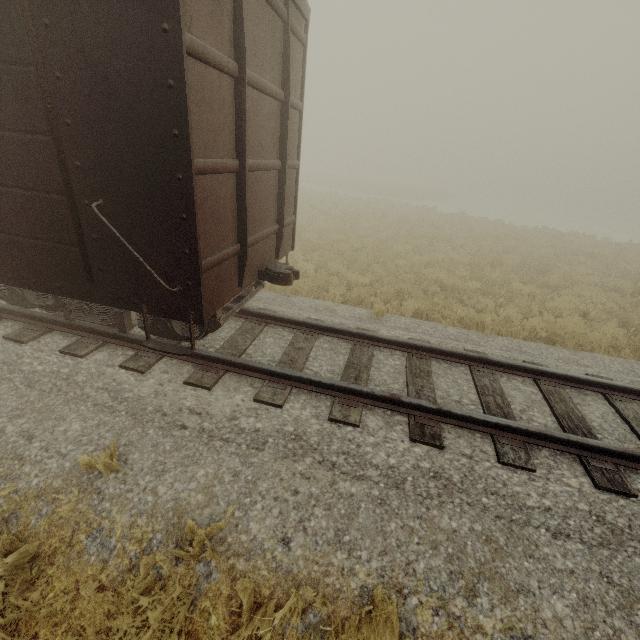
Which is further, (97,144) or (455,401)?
(455,401)
